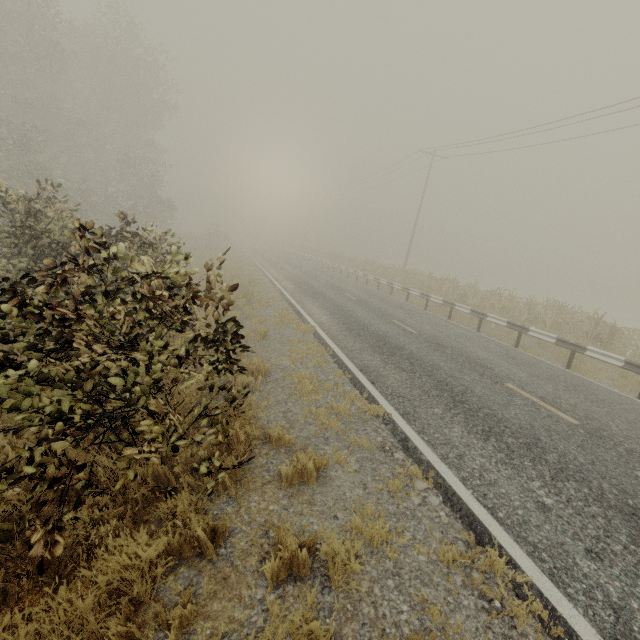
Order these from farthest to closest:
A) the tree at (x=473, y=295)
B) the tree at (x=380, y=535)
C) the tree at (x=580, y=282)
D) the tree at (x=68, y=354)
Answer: the tree at (x=580, y=282)
the tree at (x=473, y=295)
the tree at (x=380, y=535)
the tree at (x=68, y=354)

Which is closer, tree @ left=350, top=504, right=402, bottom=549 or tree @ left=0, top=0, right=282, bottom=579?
tree @ left=0, top=0, right=282, bottom=579

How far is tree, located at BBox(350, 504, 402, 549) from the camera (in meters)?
3.52

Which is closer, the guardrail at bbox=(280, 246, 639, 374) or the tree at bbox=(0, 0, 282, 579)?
the tree at bbox=(0, 0, 282, 579)

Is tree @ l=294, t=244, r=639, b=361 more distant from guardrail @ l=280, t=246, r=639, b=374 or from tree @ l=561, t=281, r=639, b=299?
tree @ l=561, t=281, r=639, b=299

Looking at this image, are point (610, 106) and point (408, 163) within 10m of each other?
no

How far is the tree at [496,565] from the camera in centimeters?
327cm
